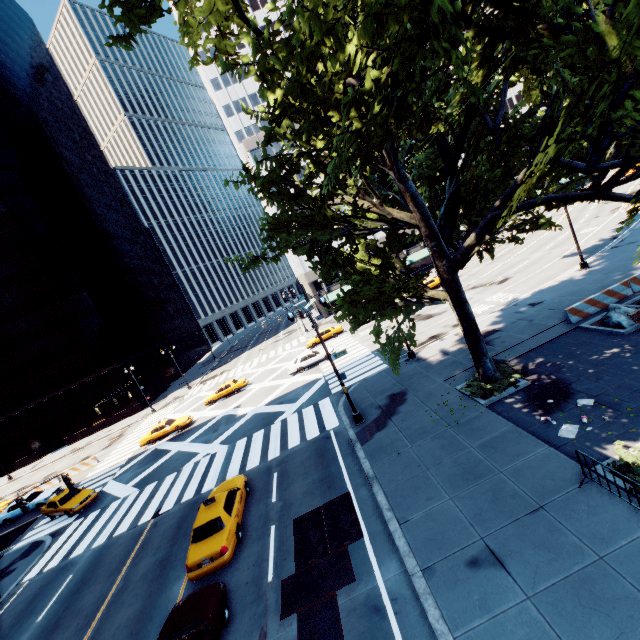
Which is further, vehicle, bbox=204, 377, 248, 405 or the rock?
vehicle, bbox=204, 377, 248, 405

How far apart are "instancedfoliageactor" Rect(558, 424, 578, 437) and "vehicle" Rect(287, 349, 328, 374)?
22.1m

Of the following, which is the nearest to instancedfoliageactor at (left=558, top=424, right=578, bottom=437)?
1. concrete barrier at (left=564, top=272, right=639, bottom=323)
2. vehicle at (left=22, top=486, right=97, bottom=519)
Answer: concrete barrier at (left=564, top=272, right=639, bottom=323)

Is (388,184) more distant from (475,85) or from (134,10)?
(134,10)

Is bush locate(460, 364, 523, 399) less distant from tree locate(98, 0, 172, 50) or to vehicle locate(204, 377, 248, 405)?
tree locate(98, 0, 172, 50)

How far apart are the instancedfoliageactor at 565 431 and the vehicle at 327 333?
29.6 meters

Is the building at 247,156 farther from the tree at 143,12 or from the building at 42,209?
the building at 42,209

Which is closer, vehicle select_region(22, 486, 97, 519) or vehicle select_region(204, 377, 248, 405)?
vehicle select_region(22, 486, 97, 519)
